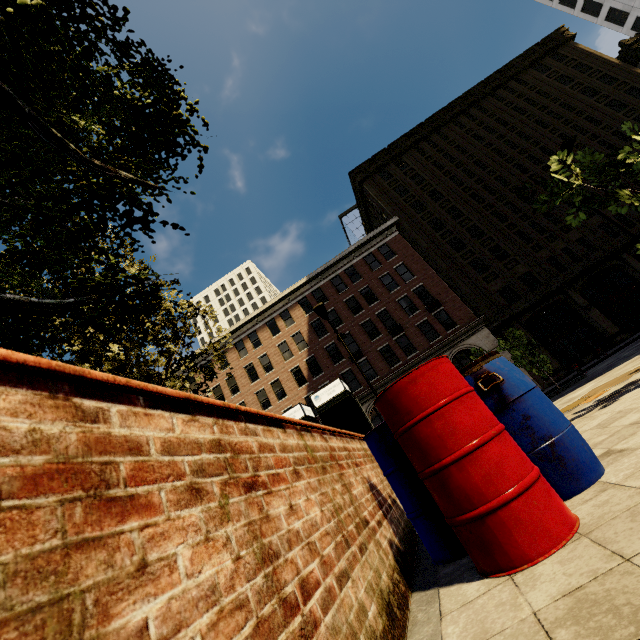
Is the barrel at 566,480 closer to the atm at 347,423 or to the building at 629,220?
the atm at 347,423

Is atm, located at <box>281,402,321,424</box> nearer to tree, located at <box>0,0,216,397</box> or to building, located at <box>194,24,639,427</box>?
tree, located at <box>0,0,216,397</box>

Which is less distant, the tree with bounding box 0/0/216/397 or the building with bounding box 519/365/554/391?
the tree with bounding box 0/0/216/397

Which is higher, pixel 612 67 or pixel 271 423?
pixel 612 67

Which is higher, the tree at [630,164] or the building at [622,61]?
the building at [622,61]

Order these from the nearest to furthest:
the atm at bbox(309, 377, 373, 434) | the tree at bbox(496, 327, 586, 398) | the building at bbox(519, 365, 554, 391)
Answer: the atm at bbox(309, 377, 373, 434)
the tree at bbox(496, 327, 586, 398)
the building at bbox(519, 365, 554, 391)
